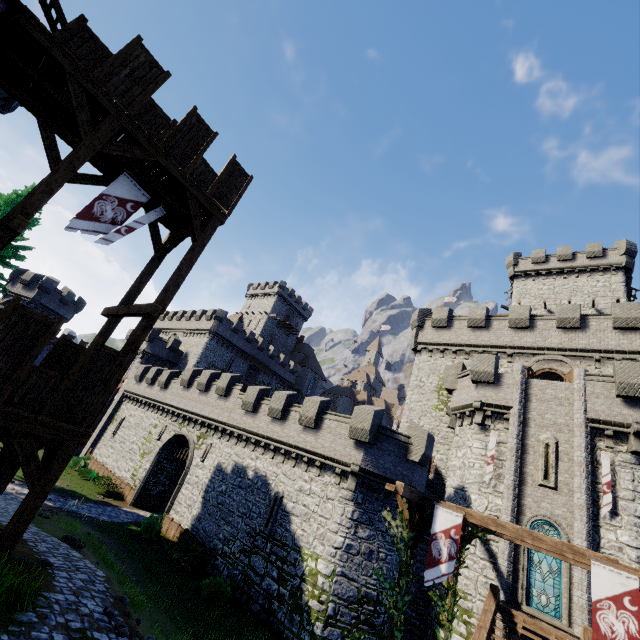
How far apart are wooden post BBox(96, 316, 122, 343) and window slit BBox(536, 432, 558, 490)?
21.02m

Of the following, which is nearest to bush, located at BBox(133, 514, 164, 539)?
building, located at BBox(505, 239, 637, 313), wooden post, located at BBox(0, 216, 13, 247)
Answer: wooden post, located at BBox(0, 216, 13, 247)

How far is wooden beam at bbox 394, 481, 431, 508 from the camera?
9.6 meters

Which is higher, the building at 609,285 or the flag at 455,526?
the building at 609,285

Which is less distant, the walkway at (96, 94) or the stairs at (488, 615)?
the walkway at (96, 94)

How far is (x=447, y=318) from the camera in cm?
2789

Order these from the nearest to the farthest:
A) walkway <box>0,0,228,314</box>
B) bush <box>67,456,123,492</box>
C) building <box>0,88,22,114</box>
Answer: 1. walkway <box>0,0,228,314</box>
2. building <box>0,88,22,114</box>
3. bush <box>67,456,123,492</box>

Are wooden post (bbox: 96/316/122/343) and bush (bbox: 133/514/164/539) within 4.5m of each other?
no
